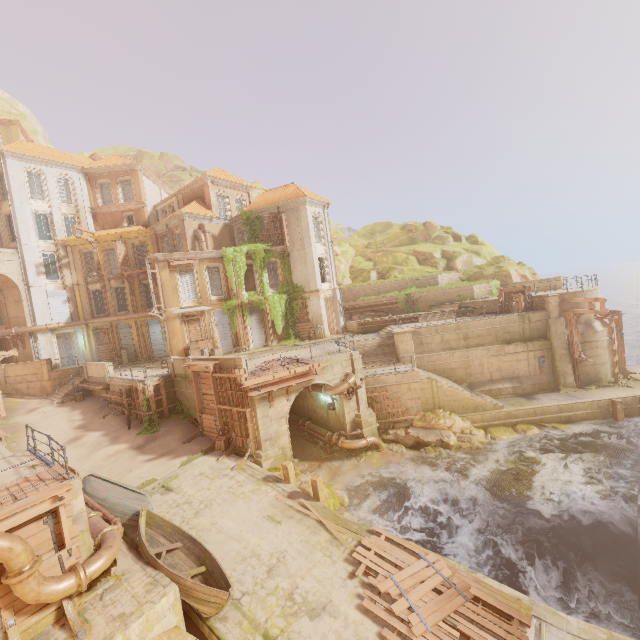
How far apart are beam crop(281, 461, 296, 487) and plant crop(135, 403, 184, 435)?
9.32m

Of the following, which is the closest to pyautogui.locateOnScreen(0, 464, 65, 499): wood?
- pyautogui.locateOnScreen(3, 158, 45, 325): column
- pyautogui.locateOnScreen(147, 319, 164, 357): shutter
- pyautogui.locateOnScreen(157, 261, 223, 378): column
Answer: pyautogui.locateOnScreen(157, 261, 223, 378): column

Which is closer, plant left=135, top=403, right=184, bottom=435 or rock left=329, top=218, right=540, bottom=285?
plant left=135, top=403, right=184, bottom=435

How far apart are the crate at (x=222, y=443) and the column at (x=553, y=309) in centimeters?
2377cm

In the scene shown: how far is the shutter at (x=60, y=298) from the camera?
30.5 meters

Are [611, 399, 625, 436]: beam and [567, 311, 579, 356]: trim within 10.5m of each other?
yes

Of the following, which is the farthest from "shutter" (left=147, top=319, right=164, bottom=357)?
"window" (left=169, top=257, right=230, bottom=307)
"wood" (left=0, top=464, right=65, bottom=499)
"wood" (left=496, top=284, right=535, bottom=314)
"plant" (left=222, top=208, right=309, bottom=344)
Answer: "wood" (left=496, top=284, right=535, bottom=314)

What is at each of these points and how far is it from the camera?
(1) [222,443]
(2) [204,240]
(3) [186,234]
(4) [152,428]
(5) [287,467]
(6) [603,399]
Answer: (1) crate, 17.9m
(2) pipe, 28.6m
(3) column, 28.5m
(4) plant, 20.5m
(5) beam, 15.3m
(6) building, 20.9m
